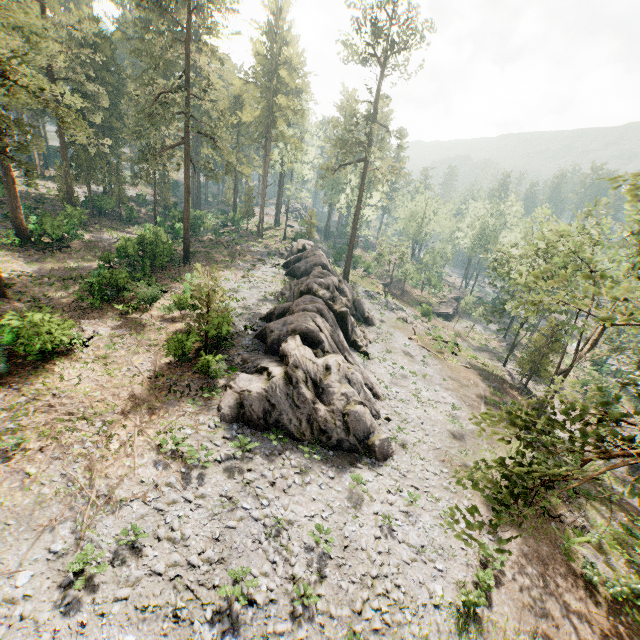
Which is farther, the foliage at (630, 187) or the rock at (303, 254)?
the rock at (303, 254)

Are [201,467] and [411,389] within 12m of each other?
no

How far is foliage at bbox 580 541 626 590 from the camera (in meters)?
15.52

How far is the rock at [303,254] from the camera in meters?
17.8 m

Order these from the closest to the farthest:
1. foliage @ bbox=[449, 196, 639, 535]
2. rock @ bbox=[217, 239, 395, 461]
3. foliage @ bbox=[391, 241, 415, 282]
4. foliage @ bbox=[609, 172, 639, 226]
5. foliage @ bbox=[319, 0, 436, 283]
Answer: foliage @ bbox=[609, 172, 639, 226] < foliage @ bbox=[449, 196, 639, 535] < rock @ bbox=[217, 239, 395, 461] < foliage @ bbox=[319, 0, 436, 283] < foliage @ bbox=[391, 241, 415, 282]

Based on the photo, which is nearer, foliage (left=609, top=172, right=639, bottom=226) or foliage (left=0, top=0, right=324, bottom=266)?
foliage (left=609, top=172, right=639, bottom=226)
